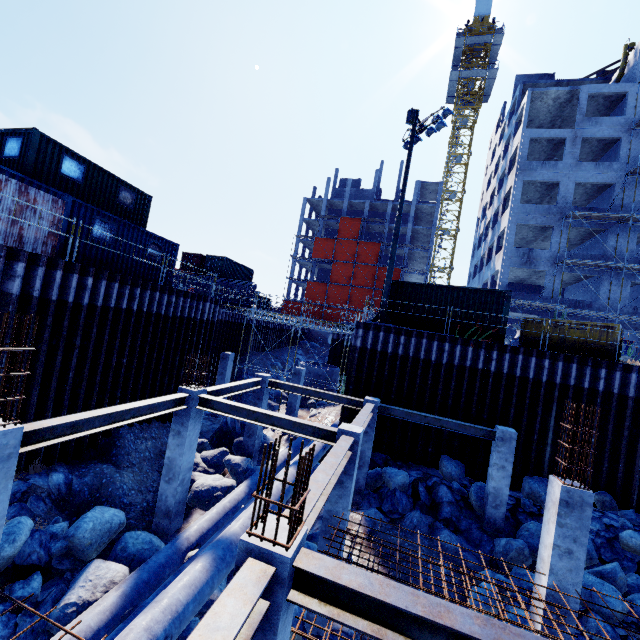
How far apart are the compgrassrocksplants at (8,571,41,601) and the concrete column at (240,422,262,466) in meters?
7.9 m

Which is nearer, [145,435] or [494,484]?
[494,484]

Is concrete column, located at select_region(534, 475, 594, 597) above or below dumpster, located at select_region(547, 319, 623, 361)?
below

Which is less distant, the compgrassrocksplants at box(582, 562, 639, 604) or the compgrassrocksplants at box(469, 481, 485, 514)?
the compgrassrocksplants at box(582, 562, 639, 604)

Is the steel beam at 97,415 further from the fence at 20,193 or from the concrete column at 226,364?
the concrete column at 226,364

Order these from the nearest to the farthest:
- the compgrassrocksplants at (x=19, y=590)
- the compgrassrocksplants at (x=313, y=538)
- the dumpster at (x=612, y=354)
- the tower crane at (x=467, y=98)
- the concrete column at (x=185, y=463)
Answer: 1. the compgrassrocksplants at (x=19, y=590)
2. the concrete column at (x=185, y=463)
3. the compgrassrocksplants at (x=313, y=538)
4. the dumpster at (x=612, y=354)
5. the tower crane at (x=467, y=98)

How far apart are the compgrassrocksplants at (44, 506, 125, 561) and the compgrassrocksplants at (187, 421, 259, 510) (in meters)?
4.31

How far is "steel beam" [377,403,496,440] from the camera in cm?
1205
